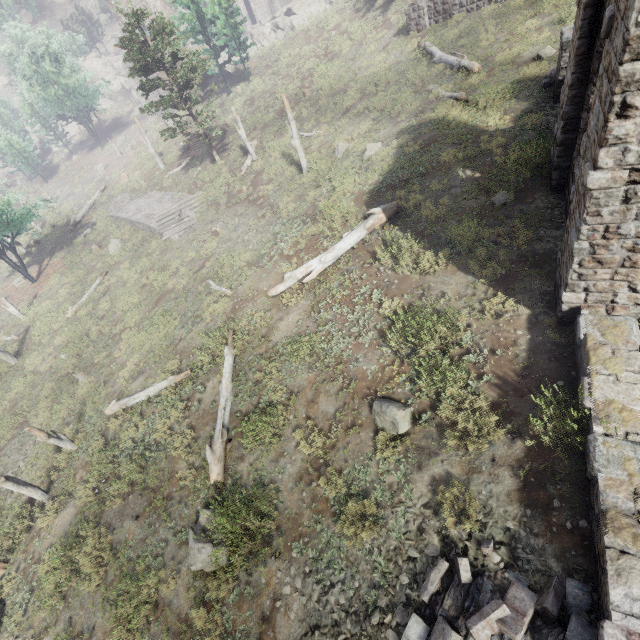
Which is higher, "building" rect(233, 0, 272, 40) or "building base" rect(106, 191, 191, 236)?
"building" rect(233, 0, 272, 40)

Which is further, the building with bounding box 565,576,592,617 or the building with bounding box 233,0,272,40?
the building with bounding box 233,0,272,40

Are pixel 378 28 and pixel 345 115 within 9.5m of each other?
no

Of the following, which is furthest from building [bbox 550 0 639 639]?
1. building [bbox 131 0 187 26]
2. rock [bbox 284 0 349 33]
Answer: building [bbox 131 0 187 26]

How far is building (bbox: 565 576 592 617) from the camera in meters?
4.4 m

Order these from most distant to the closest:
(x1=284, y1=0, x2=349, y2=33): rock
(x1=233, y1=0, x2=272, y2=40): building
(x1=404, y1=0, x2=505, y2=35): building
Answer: (x1=233, y1=0, x2=272, y2=40): building < (x1=284, y1=0, x2=349, y2=33): rock < (x1=404, y1=0, x2=505, y2=35): building

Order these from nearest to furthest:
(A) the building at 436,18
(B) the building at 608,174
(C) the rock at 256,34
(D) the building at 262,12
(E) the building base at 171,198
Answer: (B) the building at 608,174 → (A) the building at 436,18 → (E) the building base at 171,198 → (C) the rock at 256,34 → (D) the building at 262,12

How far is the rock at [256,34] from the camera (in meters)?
44.69
